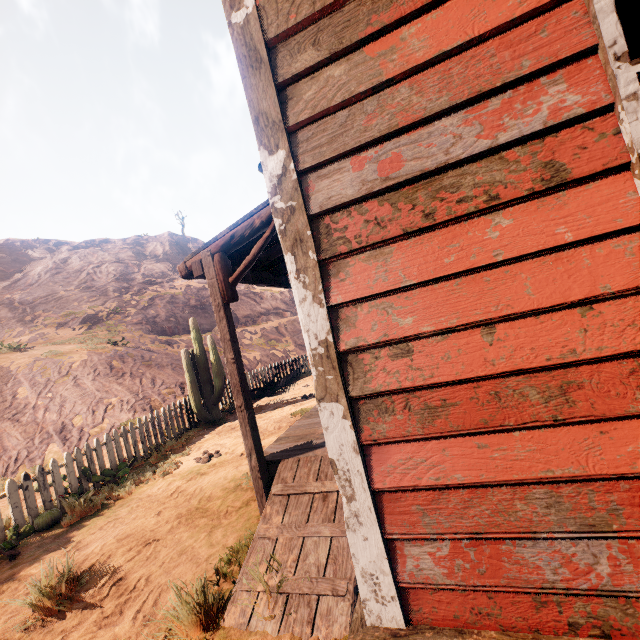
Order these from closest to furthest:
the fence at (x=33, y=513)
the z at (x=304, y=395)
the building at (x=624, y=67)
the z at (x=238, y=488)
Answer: the building at (x=624, y=67) → the z at (x=238, y=488) → the fence at (x=33, y=513) → the z at (x=304, y=395)

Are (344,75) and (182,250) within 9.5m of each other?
no

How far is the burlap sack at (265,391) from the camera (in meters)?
12.48

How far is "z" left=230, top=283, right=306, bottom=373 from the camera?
20.0m

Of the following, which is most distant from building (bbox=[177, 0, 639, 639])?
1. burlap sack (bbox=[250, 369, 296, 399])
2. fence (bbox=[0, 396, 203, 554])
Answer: fence (bbox=[0, 396, 203, 554])

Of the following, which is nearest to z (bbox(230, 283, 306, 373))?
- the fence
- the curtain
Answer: the fence

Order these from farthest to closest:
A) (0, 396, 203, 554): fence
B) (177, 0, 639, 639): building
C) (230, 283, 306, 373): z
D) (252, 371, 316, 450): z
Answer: (230, 283, 306, 373): z < (252, 371, 316, 450): z < (0, 396, 203, 554): fence < (177, 0, 639, 639): building
